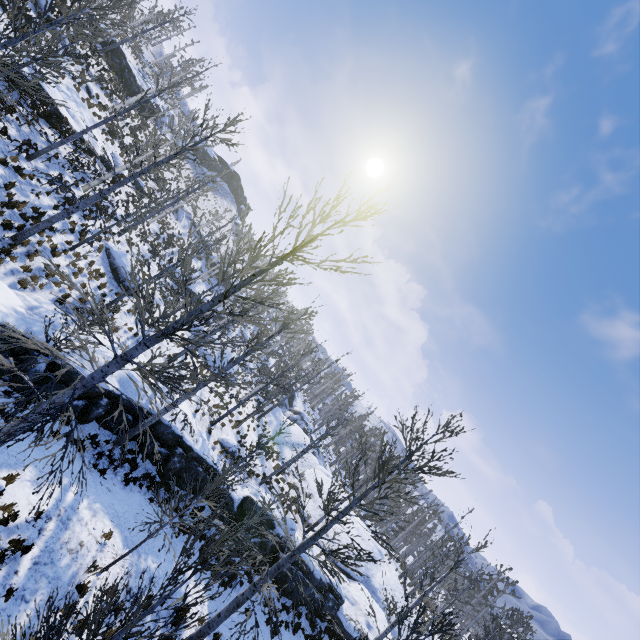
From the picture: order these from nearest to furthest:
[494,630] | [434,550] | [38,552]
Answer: [38,552] < [494,630] < [434,550]

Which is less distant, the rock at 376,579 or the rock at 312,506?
the rock at 376,579

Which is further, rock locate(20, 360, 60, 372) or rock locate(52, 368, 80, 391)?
rock locate(52, 368, 80, 391)

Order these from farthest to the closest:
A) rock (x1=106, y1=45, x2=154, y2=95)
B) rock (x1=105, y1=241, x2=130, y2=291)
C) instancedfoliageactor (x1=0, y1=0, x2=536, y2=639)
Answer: rock (x1=106, y1=45, x2=154, y2=95), rock (x1=105, y1=241, x2=130, y2=291), instancedfoliageactor (x1=0, y1=0, x2=536, y2=639)

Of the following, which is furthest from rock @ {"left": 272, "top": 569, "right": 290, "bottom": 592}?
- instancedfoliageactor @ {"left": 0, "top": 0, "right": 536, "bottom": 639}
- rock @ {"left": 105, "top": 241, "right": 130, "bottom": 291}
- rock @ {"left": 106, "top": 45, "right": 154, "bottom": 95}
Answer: rock @ {"left": 106, "top": 45, "right": 154, "bottom": 95}

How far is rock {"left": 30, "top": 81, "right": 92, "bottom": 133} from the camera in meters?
16.5

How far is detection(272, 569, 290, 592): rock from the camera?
16.02m

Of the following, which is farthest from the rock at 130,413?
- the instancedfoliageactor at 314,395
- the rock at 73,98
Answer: the rock at 73,98
